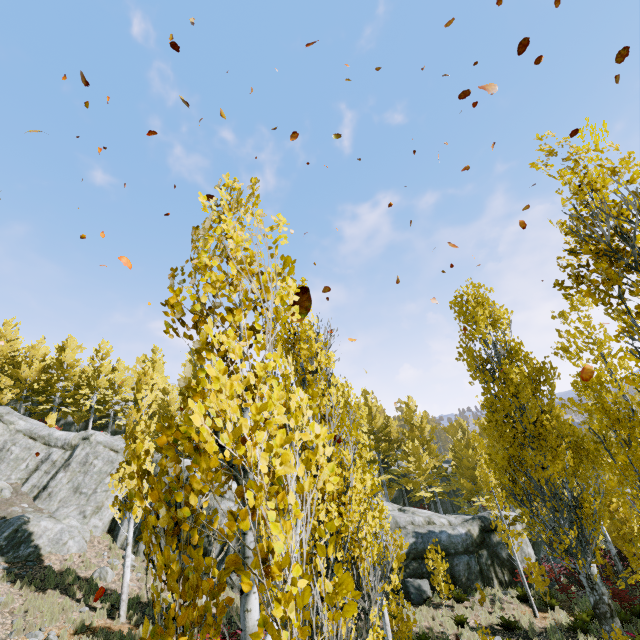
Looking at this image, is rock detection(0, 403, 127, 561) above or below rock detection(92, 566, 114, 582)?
above

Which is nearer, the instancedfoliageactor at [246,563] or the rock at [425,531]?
the instancedfoliageactor at [246,563]

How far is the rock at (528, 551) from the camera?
17.53m

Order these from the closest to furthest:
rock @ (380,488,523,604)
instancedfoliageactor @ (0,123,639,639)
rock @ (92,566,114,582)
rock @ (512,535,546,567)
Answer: instancedfoliageactor @ (0,123,639,639) → rock @ (92,566,114,582) → rock @ (380,488,523,604) → rock @ (512,535,546,567)

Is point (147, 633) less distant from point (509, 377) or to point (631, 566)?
point (509, 377)

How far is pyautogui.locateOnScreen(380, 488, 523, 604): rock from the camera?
16.9m
